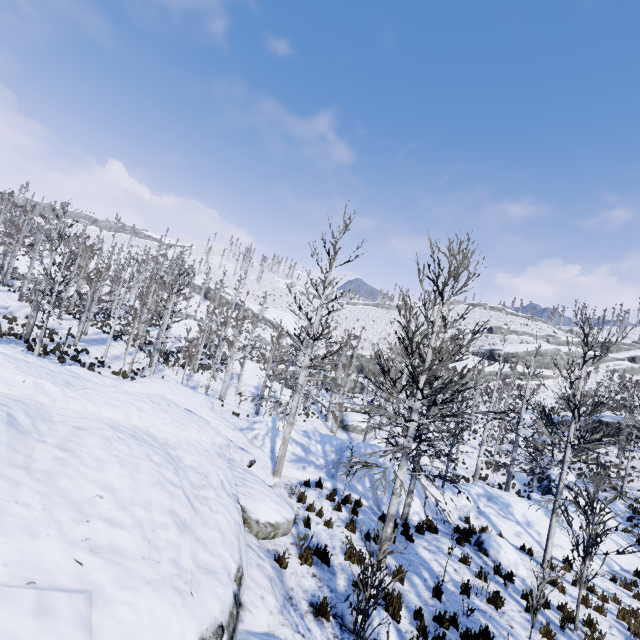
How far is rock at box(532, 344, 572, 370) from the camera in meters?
50.9 m

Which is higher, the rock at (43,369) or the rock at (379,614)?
the rock at (43,369)

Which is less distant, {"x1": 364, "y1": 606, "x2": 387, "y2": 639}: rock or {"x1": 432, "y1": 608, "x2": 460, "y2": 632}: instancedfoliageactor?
{"x1": 364, "y1": 606, "x2": 387, "y2": 639}: rock

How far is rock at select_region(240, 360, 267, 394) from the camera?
35.2 meters

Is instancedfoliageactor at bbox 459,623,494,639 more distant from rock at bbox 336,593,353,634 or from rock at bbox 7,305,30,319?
rock at bbox 7,305,30,319

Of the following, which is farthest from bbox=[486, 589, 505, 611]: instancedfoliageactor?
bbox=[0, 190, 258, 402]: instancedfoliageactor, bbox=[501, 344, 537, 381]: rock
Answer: bbox=[501, 344, 537, 381]: rock

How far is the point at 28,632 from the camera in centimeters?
261cm

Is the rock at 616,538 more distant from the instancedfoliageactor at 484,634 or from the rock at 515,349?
the rock at 515,349
